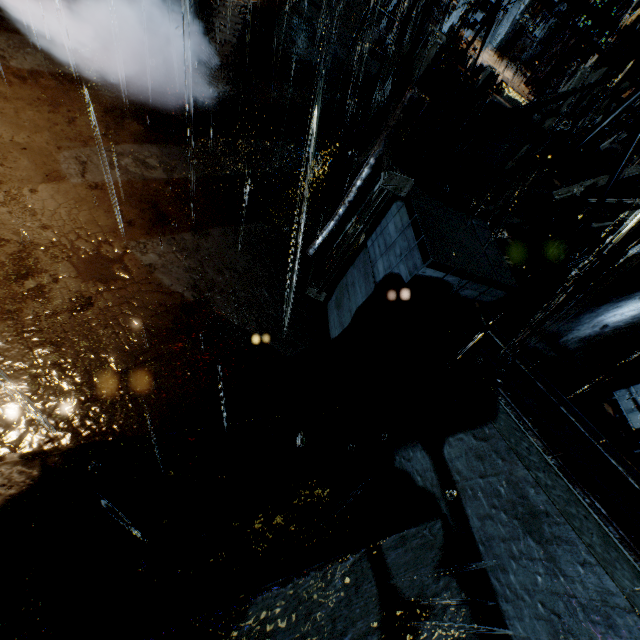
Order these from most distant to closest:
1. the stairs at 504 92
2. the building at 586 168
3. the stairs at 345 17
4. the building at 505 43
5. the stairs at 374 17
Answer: the stairs at 374 17, the stairs at 345 17, the building at 586 168, the building at 505 43, the stairs at 504 92

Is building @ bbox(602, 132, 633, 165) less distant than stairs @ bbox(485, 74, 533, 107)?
No

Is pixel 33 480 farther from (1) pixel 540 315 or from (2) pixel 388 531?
(1) pixel 540 315

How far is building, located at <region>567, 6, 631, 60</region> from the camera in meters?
11.0 m

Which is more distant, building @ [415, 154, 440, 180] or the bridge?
building @ [415, 154, 440, 180]

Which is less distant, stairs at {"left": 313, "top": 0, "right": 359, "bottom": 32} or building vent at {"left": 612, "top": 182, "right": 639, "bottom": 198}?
building vent at {"left": 612, "top": 182, "right": 639, "bottom": 198}

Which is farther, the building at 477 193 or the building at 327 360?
the building at 477 193

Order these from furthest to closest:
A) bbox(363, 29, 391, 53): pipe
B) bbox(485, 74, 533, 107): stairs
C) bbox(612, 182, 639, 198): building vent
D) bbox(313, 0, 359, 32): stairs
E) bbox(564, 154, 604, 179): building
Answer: bbox(313, 0, 359, 32): stairs → bbox(363, 29, 391, 53): pipe → bbox(564, 154, 604, 179): building → bbox(612, 182, 639, 198): building vent → bbox(485, 74, 533, 107): stairs
